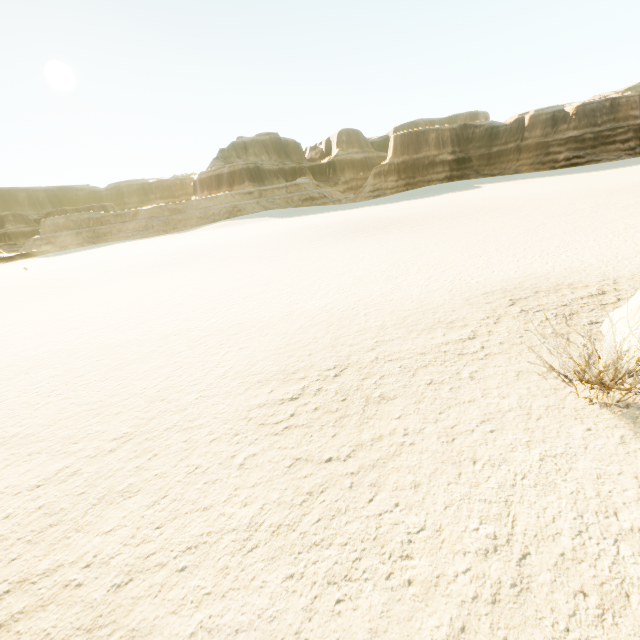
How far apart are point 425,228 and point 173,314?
17.20m
